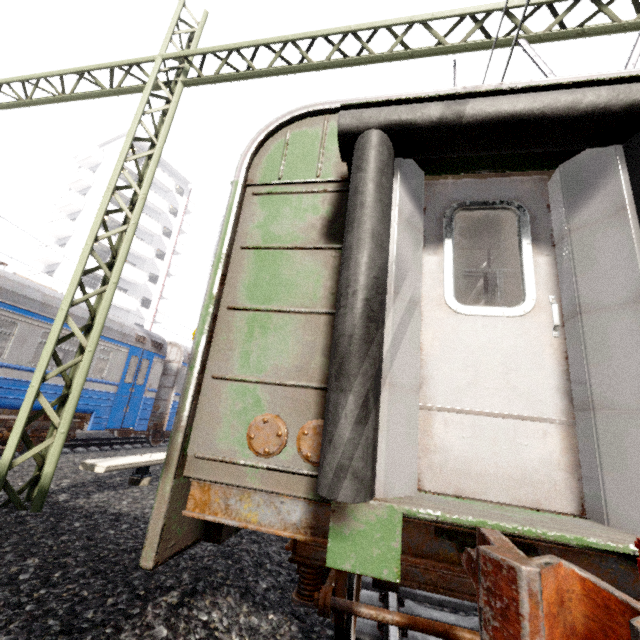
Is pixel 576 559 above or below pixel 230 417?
below

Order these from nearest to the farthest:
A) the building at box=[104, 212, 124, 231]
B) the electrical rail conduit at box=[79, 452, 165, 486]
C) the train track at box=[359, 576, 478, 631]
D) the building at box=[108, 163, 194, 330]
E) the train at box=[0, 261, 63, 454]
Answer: the train track at box=[359, 576, 478, 631] → the electrical rail conduit at box=[79, 452, 165, 486] → the train at box=[0, 261, 63, 454] → the building at box=[104, 212, 124, 231] → the building at box=[108, 163, 194, 330]

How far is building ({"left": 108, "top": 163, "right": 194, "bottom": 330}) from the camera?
33.0 meters

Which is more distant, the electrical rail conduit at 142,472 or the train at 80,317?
the train at 80,317

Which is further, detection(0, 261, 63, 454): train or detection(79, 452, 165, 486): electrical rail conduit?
detection(0, 261, 63, 454): train

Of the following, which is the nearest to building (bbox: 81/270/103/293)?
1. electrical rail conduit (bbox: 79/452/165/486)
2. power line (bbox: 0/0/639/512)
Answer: power line (bbox: 0/0/639/512)

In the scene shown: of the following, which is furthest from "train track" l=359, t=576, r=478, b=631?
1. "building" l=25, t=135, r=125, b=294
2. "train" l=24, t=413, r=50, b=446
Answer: "building" l=25, t=135, r=125, b=294

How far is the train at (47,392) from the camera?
7.9m
